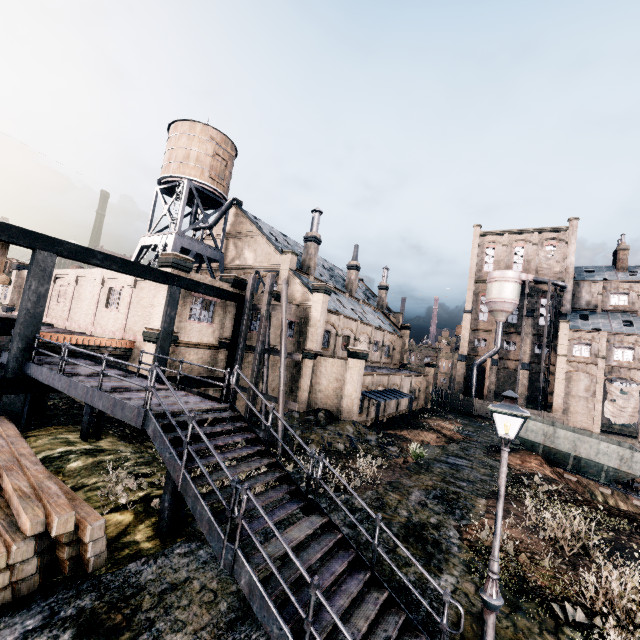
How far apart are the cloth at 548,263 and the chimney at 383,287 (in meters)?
24.16

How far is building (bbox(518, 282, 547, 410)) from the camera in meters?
51.2

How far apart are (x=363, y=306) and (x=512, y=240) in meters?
31.0 m

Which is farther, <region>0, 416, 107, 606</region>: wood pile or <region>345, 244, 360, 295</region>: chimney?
<region>345, 244, 360, 295</region>: chimney

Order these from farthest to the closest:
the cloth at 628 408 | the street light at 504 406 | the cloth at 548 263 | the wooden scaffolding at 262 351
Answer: the cloth at 548 263, the cloth at 628 408, the wooden scaffolding at 262 351, the street light at 504 406

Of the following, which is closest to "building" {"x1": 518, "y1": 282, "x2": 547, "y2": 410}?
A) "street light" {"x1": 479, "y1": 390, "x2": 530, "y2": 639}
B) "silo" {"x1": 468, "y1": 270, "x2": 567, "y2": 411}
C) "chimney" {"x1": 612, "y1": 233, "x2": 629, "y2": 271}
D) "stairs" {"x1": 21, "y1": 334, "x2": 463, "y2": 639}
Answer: "silo" {"x1": 468, "y1": 270, "x2": 567, "y2": 411}

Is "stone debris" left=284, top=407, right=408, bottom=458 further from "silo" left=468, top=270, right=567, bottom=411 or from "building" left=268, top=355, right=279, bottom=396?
"silo" left=468, top=270, right=567, bottom=411

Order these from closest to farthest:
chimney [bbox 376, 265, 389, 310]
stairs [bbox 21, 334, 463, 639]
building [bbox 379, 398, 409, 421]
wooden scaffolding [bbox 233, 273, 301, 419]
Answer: stairs [bbox 21, 334, 463, 639], wooden scaffolding [bbox 233, 273, 301, 419], building [bbox 379, 398, 409, 421], chimney [bbox 376, 265, 389, 310]
